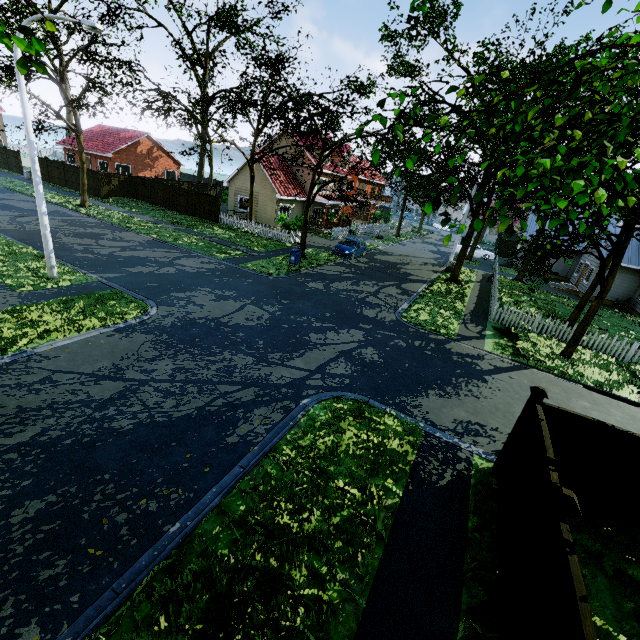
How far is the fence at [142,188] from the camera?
32.3 meters

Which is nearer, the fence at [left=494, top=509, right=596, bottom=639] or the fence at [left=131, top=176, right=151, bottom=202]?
the fence at [left=494, top=509, right=596, bottom=639]

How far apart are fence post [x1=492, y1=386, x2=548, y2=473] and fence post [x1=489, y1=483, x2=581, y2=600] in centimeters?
264cm

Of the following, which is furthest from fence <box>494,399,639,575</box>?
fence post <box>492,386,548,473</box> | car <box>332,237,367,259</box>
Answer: car <box>332,237,367,259</box>

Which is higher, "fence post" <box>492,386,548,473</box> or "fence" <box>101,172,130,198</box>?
"fence post" <box>492,386,548,473</box>

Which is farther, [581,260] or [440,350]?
[581,260]

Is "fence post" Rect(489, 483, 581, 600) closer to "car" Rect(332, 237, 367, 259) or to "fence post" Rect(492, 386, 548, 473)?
"fence post" Rect(492, 386, 548, 473)

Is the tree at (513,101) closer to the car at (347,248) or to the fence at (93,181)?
the fence at (93,181)
